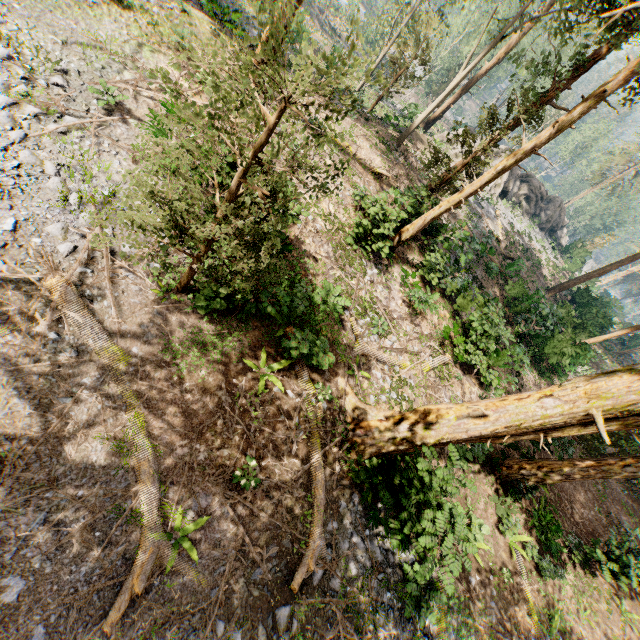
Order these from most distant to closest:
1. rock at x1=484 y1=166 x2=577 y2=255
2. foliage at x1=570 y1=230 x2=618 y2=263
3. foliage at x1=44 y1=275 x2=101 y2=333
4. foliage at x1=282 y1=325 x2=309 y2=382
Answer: foliage at x1=570 y1=230 x2=618 y2=263, rock at x1=484 y1=166 x2=577 y2=255, foliage at x1=282 y1=325 x2=309 y2=382, foliage at x1=44 y1=275 x2=101 y2=333

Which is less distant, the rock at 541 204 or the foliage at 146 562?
the foliage at 146 562

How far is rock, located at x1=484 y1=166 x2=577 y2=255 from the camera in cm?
3573

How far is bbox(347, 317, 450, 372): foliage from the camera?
11.9m

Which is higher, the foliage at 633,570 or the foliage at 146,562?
the foliage at 633,570

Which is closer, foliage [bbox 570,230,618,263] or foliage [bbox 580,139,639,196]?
foliage [bbox 570,230,618,263]

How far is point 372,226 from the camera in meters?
14.1
